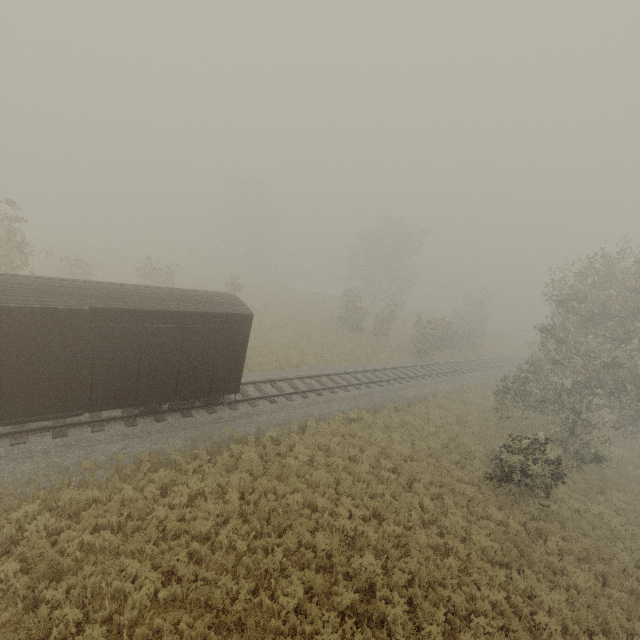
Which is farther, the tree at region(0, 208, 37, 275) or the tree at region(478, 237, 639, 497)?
the tree at region(0, 208, 37, 275)

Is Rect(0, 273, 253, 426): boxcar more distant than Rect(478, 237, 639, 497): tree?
No

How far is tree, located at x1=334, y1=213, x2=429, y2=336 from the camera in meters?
34.4 m

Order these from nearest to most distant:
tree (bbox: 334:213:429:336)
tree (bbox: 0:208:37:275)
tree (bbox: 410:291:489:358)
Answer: tree (bbox: 0:208:37:275) < tree (bbox: 410:291:489:358) < tree (bbox: 334:213:429:336)

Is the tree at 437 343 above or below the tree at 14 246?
below

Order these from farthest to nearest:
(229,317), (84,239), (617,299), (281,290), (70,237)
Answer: (84,239) → (70,237) → (281,290) → (617,299) → (229,317)

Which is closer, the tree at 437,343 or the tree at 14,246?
the tree at 14,246
